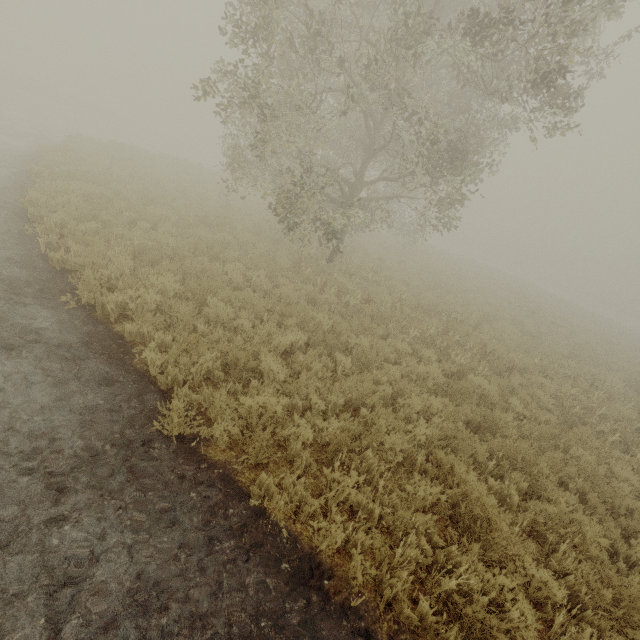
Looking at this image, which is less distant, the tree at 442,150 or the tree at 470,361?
the tree at 442,150

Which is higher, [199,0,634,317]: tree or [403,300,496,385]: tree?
[199,0,634,317]: tree

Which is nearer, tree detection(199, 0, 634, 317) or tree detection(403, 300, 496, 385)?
tree detection(199, 0, 634, 317)

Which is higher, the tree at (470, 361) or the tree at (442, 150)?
the tree at (442, 150)

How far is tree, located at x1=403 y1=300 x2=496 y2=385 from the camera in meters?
8.4

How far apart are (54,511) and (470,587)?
4.4m
